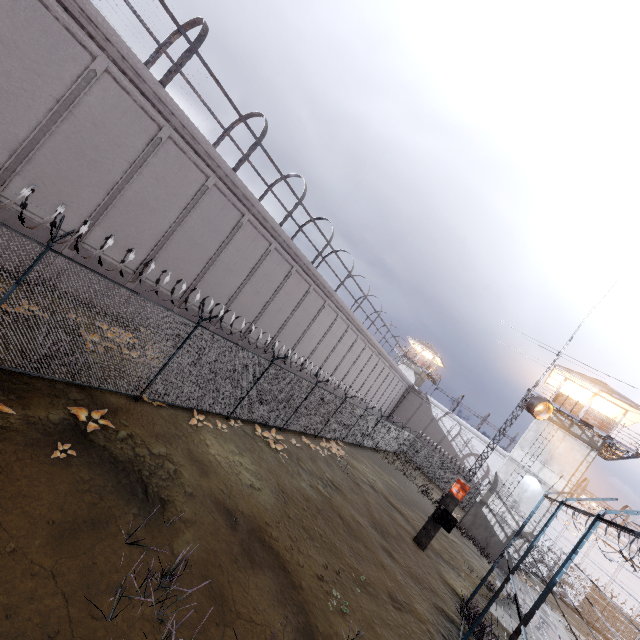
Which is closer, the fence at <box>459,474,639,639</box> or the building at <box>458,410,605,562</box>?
the fence at <box>459,474,639,639</box>

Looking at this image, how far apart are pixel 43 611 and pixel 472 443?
47.4 meters

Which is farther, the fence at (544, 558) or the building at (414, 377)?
the building at (414, 377)

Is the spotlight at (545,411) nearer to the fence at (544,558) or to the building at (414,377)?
the fence at (544,558)

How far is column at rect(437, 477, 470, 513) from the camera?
15.20m

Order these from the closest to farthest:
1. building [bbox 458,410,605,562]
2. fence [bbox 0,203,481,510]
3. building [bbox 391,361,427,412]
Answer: fence [bbox 0,203,481,510] < building [bbox 458,410,605,562] < building [bbox 391,361,427,412]

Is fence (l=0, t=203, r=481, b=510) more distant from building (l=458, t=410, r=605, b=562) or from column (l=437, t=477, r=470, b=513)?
building (l=458, t=410, r=605, b=562)
